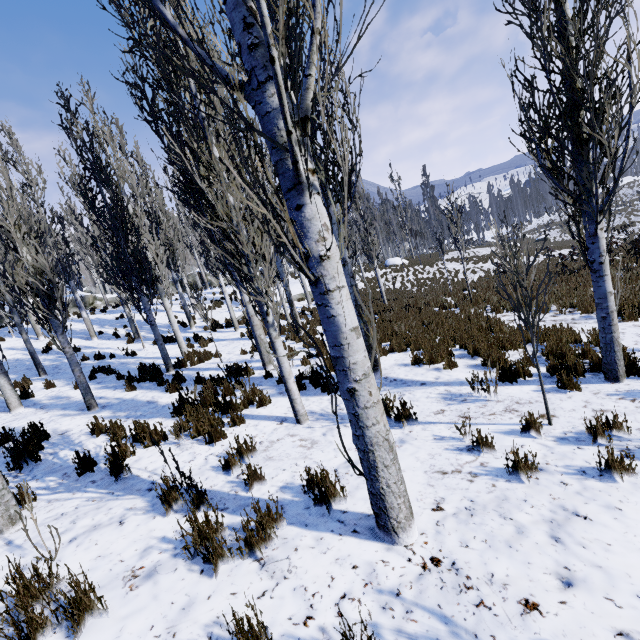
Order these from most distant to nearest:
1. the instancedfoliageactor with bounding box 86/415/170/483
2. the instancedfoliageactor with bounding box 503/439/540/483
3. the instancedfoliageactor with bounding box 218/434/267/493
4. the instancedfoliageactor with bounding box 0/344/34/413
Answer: the instancedfoliageactor with bounding box 0/344/34/413, the instancedfoliageactor with bounding box 86/415/170/483, the instancedfoliageactor with bounding box 218/434/267/493, the instancedfoliageactor with bounding box 503/439/540/483

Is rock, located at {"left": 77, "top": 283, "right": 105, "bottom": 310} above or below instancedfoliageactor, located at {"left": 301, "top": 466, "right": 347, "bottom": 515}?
above

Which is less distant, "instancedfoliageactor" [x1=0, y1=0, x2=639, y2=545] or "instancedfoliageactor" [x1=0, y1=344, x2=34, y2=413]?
"instancedfoliageactor" [x1=0, y1=0, x2=639, y2=545]

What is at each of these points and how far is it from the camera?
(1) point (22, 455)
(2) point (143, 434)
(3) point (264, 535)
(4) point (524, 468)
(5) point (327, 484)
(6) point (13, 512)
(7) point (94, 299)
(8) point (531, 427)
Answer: (1) instancedfoliageactor, 4.85m
(2) instancedfoliageactor, 5.02m
(3) instancedfoliageactor, 2.84m
(4) instancedfoliageactor, 3.21m
(5) instancedfoliageactor, 3.13m
(6) instancedfoliageactor, 3.38m
(7) rock, 27.44m
(8) instancedfoliageactor, 4.02m

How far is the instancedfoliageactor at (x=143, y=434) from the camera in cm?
424

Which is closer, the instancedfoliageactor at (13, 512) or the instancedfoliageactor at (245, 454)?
the instancedfoliageactor at (13, 512)

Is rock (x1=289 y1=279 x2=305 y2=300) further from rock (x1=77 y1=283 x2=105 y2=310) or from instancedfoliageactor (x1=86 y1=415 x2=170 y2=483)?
rock (x1=77 y1=283 x2=105 y2=310)
